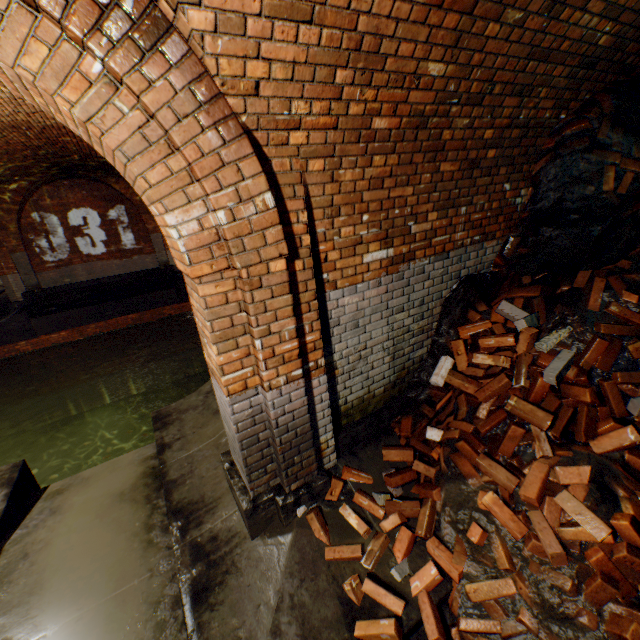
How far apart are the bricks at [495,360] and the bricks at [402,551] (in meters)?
0.14

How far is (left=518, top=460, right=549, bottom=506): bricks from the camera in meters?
2.4

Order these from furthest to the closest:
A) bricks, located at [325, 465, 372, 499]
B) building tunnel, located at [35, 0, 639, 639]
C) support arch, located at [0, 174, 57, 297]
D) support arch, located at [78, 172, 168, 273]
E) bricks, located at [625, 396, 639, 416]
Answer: support arch, located at [78, 172, 168, 273], support arch, located at [0, 174, 57, 297], bricks, located at [325, 465, 372, 499], bricks, located at [625, 396, 639, 416], building tunnel, located at [35, 0, 639, 639]

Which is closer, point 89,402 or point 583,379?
point 583,379

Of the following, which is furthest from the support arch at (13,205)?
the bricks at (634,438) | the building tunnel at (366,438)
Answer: the bricks at (634,438)

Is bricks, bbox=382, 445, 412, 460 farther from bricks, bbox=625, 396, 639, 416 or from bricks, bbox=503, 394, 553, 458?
bricks, bbox=625, 396, 639, 416

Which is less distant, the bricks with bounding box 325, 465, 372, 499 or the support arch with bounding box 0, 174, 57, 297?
the bricks with bounding box 325, 465, 372, 499

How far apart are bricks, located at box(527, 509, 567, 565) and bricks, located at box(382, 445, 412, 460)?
0.14m
